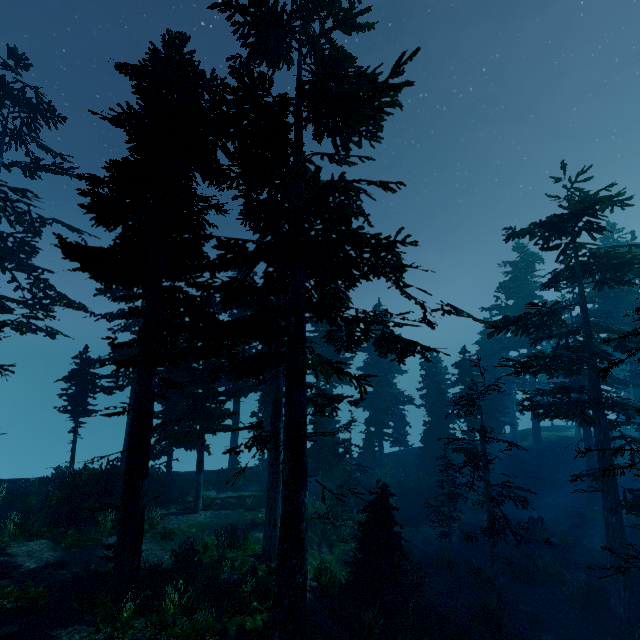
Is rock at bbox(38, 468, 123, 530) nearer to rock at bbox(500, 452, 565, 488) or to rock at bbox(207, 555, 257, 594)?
rock at bbox(207, 555, 257, 594)

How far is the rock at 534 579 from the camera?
17.6 meters

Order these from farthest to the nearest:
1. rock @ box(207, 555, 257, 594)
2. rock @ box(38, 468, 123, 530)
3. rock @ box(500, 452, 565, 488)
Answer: rock @ box(500, 452, 565, 488) < rock @ box(38, 468, 123, 530) < rock @ box(207, 555, 257, 594)

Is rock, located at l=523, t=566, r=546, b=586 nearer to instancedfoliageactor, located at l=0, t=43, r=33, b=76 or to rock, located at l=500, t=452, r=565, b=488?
instancedfoliageactor, located at l=0, t=43, r=33, b=76

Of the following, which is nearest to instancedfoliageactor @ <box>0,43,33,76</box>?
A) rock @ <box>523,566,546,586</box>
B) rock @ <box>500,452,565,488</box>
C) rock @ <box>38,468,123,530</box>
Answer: rock @ <box>500,452,565,488</box>

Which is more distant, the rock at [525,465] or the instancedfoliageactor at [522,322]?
the rock at [525,465]

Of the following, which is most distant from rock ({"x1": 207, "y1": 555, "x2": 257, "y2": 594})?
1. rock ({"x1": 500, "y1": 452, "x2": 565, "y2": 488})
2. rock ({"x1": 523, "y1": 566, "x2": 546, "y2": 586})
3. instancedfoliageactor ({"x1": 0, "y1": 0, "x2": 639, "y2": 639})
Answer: rock ({"x1": 500, "y1": 452, "x2": 565, "y2": 488})

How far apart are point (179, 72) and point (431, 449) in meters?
32.0
